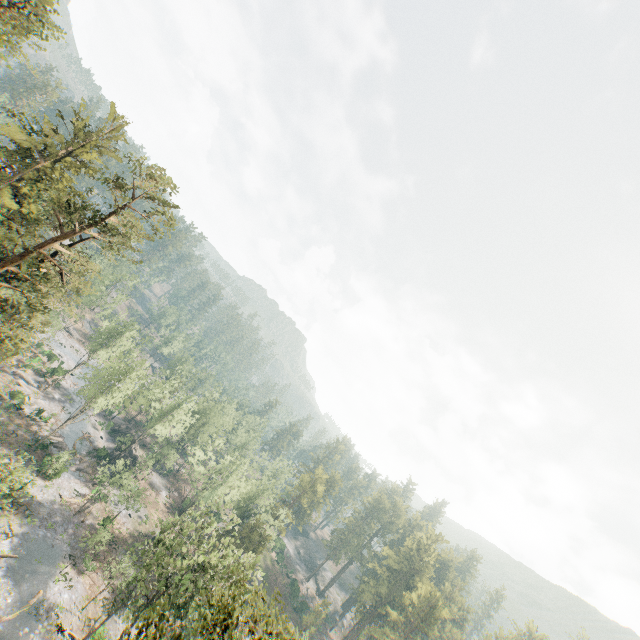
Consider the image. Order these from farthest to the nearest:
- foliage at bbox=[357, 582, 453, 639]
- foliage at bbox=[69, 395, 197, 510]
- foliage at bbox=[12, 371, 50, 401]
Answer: foliage at bbox=[12, 371, 50, 401]
foliage at bbox=[357, 582, 453, 639]
foliage at bbox=[69, 395, 197, 510]

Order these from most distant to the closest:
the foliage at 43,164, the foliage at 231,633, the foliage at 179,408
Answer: the foliage at 179,408
the foliage at 43,164
the foliage at 231,633

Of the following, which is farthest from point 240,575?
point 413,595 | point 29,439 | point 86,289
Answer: point 413,595

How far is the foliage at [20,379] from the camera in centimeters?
5278cm

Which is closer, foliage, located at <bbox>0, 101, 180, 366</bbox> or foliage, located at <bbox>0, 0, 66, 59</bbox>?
foliage, located at <bbox>0, 101, 180, 366</bbox>
